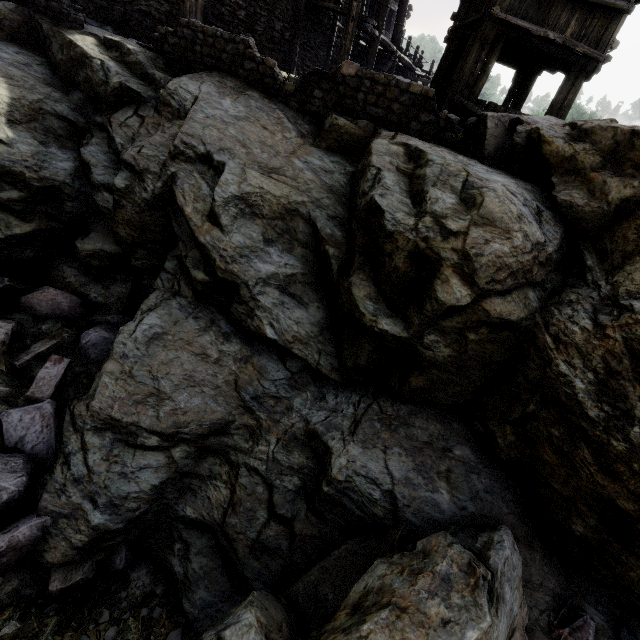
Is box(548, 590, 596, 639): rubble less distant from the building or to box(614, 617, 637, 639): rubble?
box(614, 617, 637, 639): rubble

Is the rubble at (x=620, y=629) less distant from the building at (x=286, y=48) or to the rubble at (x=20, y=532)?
the building at (x=286, y=48)

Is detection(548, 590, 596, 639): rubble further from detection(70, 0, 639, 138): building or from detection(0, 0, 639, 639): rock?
detection(70, 0, 639, 138): building

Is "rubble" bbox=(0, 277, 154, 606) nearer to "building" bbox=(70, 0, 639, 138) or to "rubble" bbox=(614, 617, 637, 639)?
"rubble" bbox=(614, 617, 637, 639)

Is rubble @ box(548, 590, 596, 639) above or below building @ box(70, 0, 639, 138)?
below

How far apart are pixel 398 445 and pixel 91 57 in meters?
9.4 m

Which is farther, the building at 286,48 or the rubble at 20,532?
the building at 286,48
